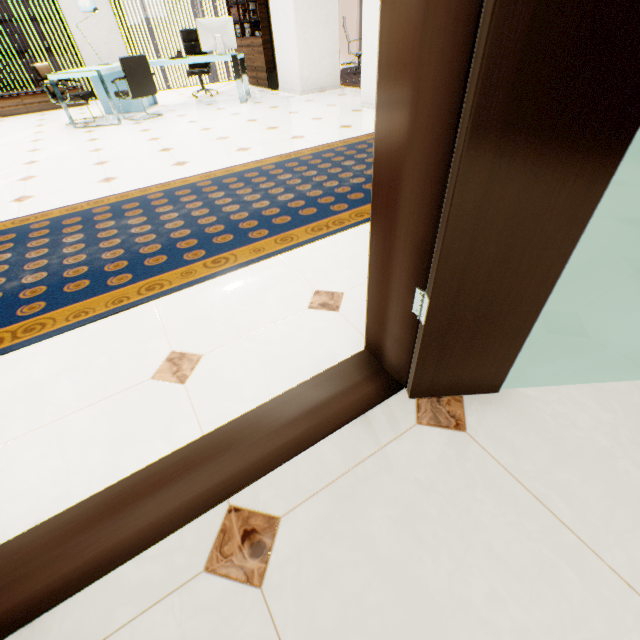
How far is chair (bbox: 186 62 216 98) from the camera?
6.99m

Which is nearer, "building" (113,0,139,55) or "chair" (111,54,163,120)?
"chair" (111,54,163,120)

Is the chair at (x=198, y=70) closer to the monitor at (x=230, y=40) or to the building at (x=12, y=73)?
the monitor at (x=230, y=40)

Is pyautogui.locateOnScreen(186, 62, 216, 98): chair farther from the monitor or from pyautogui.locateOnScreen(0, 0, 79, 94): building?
pyautogui.locateOnScreen(0, 0, 79, 94): building

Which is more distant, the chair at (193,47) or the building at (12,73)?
the building at (12,73)

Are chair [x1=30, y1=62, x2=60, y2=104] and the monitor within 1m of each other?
no

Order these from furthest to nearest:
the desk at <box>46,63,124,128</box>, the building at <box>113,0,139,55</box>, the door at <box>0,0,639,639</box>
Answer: the building at <box>113,0,139,55</box>
the desk at <box>46,63,124,128</box>
the door at <box>0,0,639,639</box>

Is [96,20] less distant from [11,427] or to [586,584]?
[11,427]
